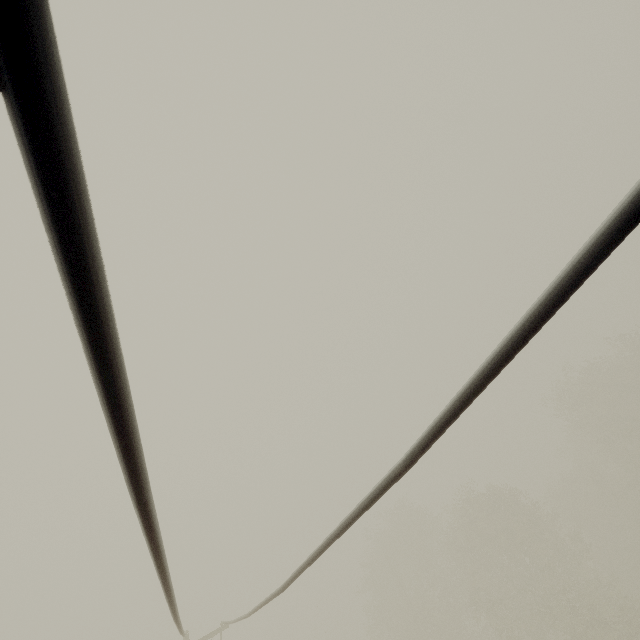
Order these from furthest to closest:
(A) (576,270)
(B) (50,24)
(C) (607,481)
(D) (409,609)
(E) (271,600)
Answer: (C) (607,481), (D) (409,609), (E) (271,600), (A) (576,270), (B) (50,24)
